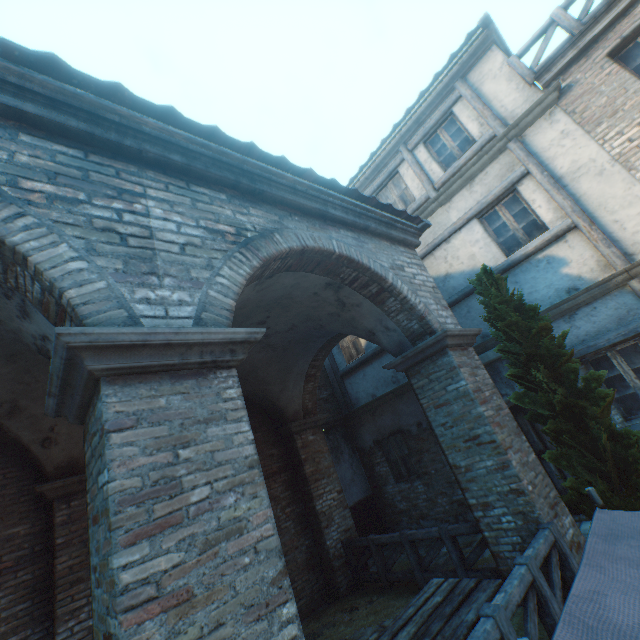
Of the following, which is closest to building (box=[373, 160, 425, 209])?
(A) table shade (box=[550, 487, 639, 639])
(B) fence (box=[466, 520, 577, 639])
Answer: Result: (B) fence (box=[466, 520, 577, 639])

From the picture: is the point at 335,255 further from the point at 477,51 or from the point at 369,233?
the point at 477,51

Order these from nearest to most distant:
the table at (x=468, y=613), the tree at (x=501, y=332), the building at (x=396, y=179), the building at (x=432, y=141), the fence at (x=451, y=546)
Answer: the table at (x=468, y=613) < the tree at (x=501, y=332) < the fence at (x=451, y=546) < the building at (x=432, y=141) < the building at (x=396, y=179)

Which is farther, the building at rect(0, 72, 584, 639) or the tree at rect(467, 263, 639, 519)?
the tree at rect(467, 263, 639, 519)

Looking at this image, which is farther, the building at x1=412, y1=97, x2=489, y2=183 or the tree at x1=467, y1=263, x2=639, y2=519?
the building at x1=412, y1=97, x2=489, y2=183

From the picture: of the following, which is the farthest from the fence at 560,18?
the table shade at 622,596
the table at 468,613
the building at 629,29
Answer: the table at 468,613

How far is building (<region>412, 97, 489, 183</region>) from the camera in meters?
8.3 m

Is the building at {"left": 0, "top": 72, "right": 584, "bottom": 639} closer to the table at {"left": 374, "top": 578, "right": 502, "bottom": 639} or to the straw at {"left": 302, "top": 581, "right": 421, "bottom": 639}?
the table at {"left": 374, "top": 578, "right": 502, "bottom": 639}
